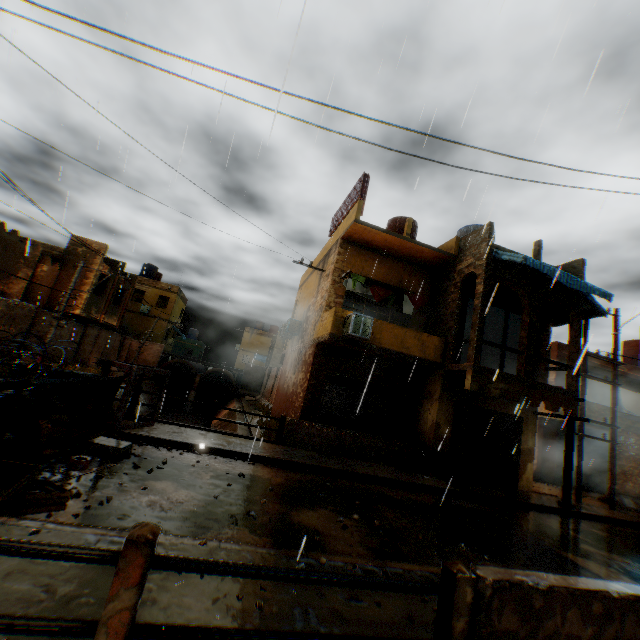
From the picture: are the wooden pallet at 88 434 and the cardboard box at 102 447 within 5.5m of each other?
yes

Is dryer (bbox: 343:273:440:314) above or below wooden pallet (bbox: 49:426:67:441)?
above

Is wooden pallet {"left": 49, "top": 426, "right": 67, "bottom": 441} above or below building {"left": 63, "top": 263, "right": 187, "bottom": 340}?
below

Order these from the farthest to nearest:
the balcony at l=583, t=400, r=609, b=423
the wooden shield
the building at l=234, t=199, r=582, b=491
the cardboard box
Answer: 1. the balcony at l=583, t=400, r=609, b=423
2. the wooden shield
3. the building at l=234, t=199, r=582, b=491
4. the cardboard box

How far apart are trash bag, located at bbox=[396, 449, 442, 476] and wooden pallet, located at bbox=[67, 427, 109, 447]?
7.8m

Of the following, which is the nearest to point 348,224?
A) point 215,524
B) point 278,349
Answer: point 215,524

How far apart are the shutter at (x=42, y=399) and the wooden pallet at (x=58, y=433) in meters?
0.3

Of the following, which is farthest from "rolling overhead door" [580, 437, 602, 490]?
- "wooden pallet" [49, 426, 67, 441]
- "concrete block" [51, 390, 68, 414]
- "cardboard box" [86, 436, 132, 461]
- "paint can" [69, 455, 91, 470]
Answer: "paint can" [69, 455, 91, 470]
